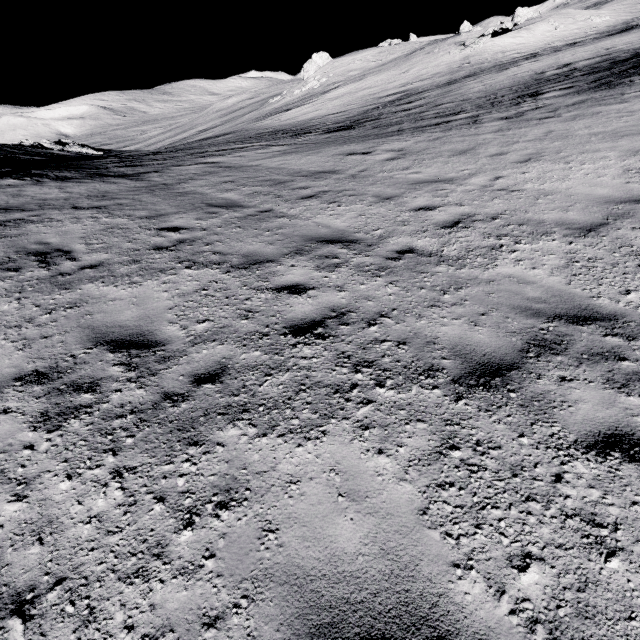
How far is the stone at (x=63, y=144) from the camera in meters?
28.0 m

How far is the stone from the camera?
27.96m

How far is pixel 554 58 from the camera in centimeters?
2275cm
